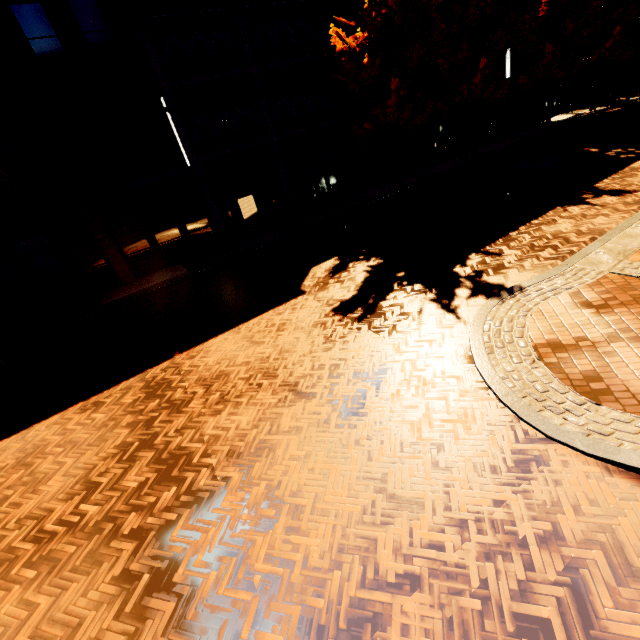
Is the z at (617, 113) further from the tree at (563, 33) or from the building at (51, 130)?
the building at (51, 130)

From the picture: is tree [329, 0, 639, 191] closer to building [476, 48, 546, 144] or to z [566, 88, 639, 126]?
building [476, 48, 546, 144]

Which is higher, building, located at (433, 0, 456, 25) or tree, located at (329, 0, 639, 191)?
building, located at (433, 0, 456, 25)

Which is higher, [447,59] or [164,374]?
[447,59]

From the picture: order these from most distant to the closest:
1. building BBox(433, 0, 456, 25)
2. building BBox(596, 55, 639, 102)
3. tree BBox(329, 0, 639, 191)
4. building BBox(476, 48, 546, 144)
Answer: building BBox(596, 55, 639, 102) < building BBox(476, 48, 546, 144) < building BBox(433, 0, 456, 25) < tree BBox(329, 0, 639, 191)

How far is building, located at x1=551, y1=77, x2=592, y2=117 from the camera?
28.2m

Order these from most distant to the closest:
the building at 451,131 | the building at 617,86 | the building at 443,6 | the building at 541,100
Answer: the building at 617,86 < the building at 541,100 < the building at 451,131 < the building at 443,6

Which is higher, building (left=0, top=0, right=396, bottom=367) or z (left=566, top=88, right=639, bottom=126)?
building (left=0, top=0, right=396, bottom=367)
